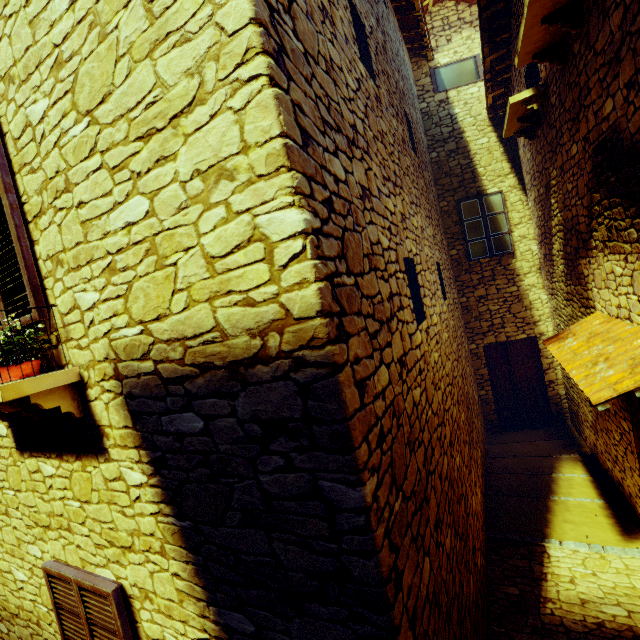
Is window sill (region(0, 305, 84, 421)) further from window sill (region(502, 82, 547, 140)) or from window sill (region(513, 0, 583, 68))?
window sill (region(502, 82, 547, 140))

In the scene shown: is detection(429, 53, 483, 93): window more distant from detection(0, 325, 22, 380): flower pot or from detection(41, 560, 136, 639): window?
detection(41, 560, 136, 639): window

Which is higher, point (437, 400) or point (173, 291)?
point (173, 291)

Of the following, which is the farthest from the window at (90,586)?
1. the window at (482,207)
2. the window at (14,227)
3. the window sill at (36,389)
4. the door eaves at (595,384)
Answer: the window at (482,207)

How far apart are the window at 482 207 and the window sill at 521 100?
2.26m

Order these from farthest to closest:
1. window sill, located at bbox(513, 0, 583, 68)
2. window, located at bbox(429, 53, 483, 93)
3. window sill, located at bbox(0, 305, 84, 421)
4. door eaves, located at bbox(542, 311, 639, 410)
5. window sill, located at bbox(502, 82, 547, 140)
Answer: window, located at bbox(429, 53, 483, 93) < window sill, located at bbox(502, 82, 547, 140) < window sill, located at bbox(513, 0, 583, 68) < door eaves, located at bbox(542, 311, 639, 410) < window sill, located at bbox(0, 305, 84, 421)

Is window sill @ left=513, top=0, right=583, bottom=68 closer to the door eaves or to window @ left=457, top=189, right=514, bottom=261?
the door eaves

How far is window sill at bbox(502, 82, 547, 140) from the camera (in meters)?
4.88
